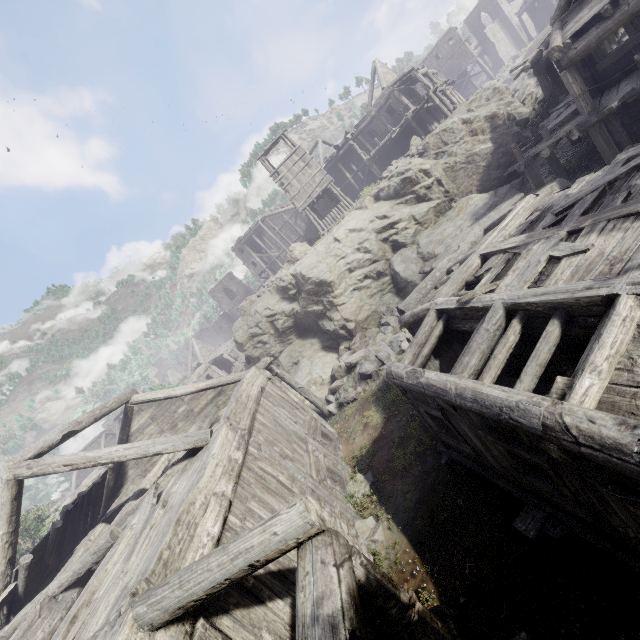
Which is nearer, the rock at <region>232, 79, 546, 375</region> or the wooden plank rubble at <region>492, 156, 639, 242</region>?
the wooden plank rubble at <region>492, 156, 639, 242</region>

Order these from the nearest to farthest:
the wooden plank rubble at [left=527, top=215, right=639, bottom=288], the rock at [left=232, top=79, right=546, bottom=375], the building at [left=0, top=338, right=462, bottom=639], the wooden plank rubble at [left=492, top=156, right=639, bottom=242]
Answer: the building at [left=0, top=338, right=462, bottom=639] → the wooden plank rubble at [left=527, top=215, right=639, bottom=288] → the wooden plank rubble at [left=492, top=156, right=639, bottom=242] → the rock at [left=232, top=79, right=546, bottom=375]

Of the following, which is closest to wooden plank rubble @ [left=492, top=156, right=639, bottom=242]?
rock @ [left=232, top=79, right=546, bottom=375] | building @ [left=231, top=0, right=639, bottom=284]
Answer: building @ [left=231, top=0, right=639, bottom=284]

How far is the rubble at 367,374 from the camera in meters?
14.6 m

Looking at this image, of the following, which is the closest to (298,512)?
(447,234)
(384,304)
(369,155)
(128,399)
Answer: (128,399)

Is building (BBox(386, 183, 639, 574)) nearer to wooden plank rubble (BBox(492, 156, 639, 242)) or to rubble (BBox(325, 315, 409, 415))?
wooden plank rubble (BBox(492, 156, 639, 242))

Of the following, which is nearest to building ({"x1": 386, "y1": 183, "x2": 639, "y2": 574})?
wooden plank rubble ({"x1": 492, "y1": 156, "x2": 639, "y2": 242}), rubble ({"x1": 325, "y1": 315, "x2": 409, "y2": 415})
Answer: wooden plank rubble ({"x1": 492, "y1": 156, "x2": 639, "y2": 242})

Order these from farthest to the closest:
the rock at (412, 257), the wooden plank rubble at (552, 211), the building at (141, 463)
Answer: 1. the rock at (412, 257)
2. the wooden plank rubble at (552, 211)
3. the building at (141, 463)
